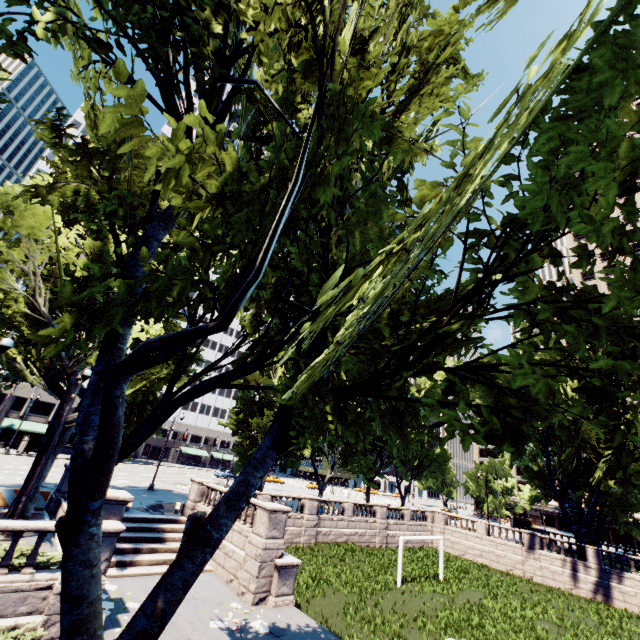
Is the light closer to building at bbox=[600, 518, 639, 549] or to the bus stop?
the bus stop

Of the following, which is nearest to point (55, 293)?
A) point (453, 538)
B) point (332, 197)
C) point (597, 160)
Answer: point (332, 197)

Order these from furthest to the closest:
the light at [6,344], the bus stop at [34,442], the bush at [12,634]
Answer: the bus stop at [34,442] → the light at [6,344] → the bush at [12,634]

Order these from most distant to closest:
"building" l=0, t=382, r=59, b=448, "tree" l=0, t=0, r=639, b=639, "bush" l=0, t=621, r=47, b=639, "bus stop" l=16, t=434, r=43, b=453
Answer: "building" l=0, t=382, r=59, b=448 → "bus stop" l=16, t=434, r=43, b=453 → "bush" l=0, t=621, r=47, b=639 → "tree" l=0, t=0, r=639, b=639

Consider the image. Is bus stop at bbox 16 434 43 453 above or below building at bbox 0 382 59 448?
below

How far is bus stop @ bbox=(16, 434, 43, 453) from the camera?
42.1m

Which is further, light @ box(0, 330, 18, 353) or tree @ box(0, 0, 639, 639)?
light @ box(0, 330, 18, 353)

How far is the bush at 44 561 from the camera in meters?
10.7 m
